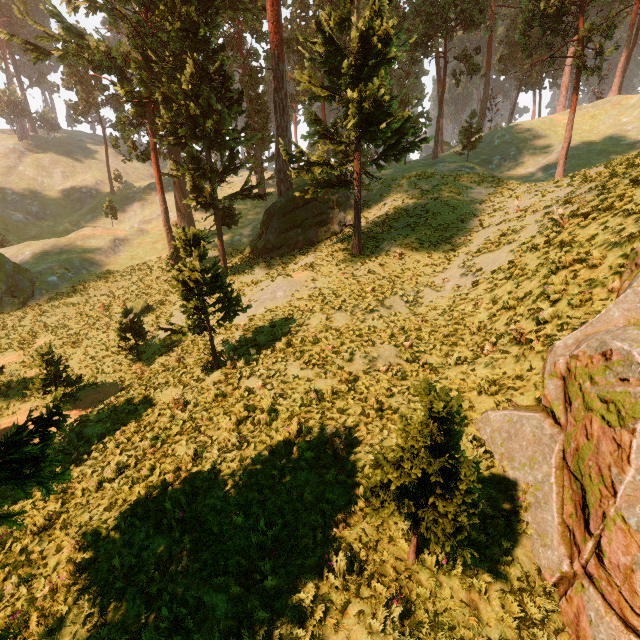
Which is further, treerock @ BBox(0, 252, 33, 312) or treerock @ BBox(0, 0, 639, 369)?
treerock @ BBox(0, 252, 33, 312)

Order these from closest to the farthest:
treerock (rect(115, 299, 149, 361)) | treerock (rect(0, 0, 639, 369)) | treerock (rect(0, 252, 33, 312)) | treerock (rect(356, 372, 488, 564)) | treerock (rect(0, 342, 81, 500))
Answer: treerock (rect(356, 372, 488, 564)), treerock (rect(0, 342, 81, 500)), treerock (rect(0, 0, 639, 369)), treerock (rect(115, 299, 149, 361)), treerock (rect(0, 252, 33, 312))

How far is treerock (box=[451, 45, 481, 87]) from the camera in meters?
36.5 m

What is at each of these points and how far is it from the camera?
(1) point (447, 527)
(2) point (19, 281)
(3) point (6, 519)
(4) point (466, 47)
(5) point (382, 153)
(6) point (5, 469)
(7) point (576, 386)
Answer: (1) treerock, 4.7m
(2) treerock, 28.0m
(3) treerock, 4.9m
(4) treerock, 36.6m
(5) treerock, 21.1m
(6) treerock, 5.8m
(7) rock, 6.4m

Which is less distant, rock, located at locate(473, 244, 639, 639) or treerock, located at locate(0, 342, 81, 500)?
rock, located at locate(473, 244, 639, 639)

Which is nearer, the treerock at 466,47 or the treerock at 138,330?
the treerock at 138,330

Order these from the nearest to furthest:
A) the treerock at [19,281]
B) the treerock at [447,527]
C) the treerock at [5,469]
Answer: the treerock at [447,527], the treerock at [5,469], the treerock at [19,281]
